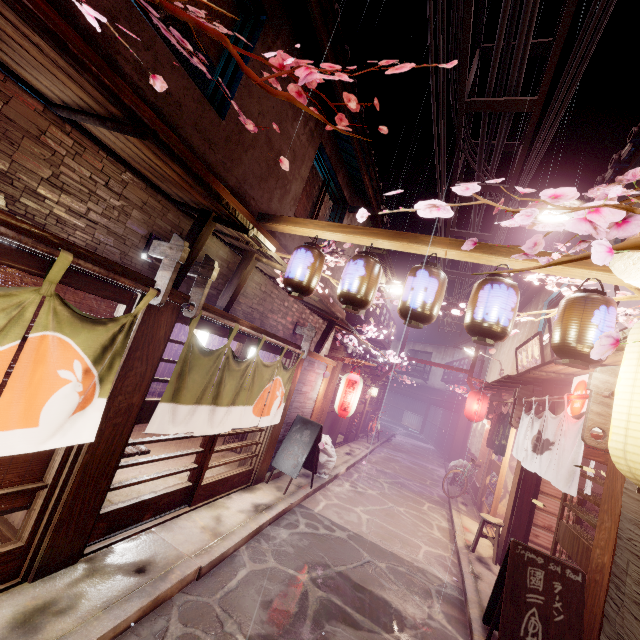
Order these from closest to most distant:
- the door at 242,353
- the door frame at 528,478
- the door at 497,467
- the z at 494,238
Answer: the door at 242,353 < the door frame at 528,478 < the z at 494,238 < the door at 497,467

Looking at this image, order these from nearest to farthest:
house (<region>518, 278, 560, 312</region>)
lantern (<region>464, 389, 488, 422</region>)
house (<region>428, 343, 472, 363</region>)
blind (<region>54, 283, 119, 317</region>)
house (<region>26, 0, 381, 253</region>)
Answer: house (<region>26, 0, 381, 253</region>), blind (<region>54, 283, 119, 317</region>), house (<region>518, 278, 560, 312</region>), lantern (<region>464, 389, 488, 422</region>), house (<region>428, 343, 472, 363</region>)

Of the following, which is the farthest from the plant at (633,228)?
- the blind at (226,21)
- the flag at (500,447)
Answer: the flag at (500,447)

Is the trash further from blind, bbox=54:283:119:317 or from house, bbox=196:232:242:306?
blind, bbox=54:283:119:317

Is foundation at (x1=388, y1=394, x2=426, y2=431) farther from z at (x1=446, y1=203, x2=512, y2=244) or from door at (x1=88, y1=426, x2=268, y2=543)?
z at (x1=446, y1=203, x2=512, y2=244)

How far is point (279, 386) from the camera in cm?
1130

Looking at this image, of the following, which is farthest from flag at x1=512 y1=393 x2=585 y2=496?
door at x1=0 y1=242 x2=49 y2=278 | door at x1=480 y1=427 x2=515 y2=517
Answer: door at x1=0 y1=242 x2=49 y2=278

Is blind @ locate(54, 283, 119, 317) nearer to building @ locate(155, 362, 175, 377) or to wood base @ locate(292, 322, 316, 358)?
building @ locate(155, 362, 175, 377)
